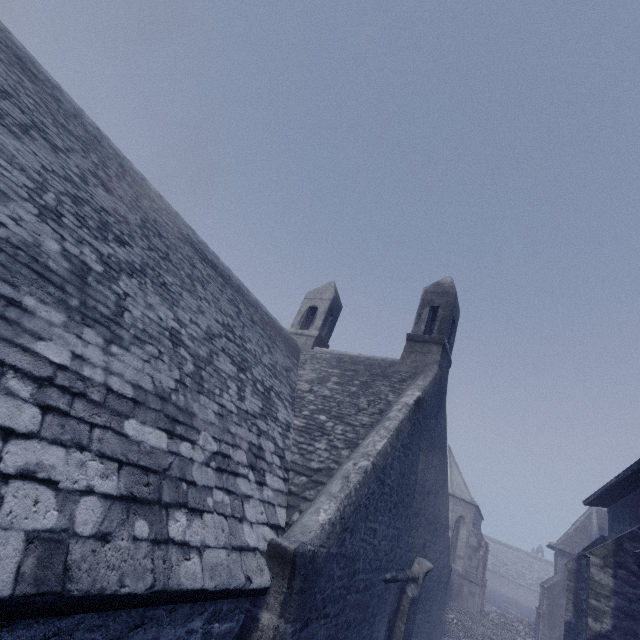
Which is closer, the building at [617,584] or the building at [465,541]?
the building at [465,541]

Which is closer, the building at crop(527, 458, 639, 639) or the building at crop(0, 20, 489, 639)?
the building at crop(0, 20, 489, 639)

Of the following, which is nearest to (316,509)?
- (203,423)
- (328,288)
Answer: (203,423)
